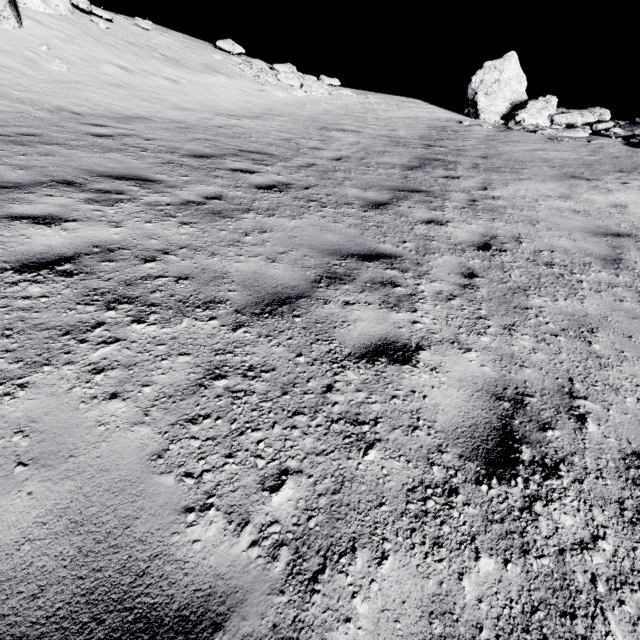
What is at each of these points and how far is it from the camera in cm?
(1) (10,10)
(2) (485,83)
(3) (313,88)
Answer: (1) stone, 1064
(2) stone, 1727
(3) stone, 1775

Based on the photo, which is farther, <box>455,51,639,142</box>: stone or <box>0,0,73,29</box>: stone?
<box>455,51,639,142</box>: stone

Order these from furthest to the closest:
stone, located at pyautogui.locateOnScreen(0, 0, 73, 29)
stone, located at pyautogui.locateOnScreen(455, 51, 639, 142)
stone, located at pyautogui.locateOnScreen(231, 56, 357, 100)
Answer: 1. stone, located at pyautogui.locateOnScreen(231, 56, 357, 100)
2. stone, located at pyautogui.locateOnScreen(455, 51, 639, 142)
3. stone, located at pyautogui.locateOnScreen(0, 0, 73, 29)

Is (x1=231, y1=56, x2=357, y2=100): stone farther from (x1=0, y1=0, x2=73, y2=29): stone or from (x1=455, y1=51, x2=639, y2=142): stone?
→ (x1=455, y1=51, x2=639, y2=142): stone

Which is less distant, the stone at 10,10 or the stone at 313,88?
the stone at 10,10

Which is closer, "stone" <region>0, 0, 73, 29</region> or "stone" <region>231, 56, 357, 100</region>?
"stone" <region>0, 0, 73, 29</region>

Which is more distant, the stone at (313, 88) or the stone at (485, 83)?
the stone at (313, 88)
